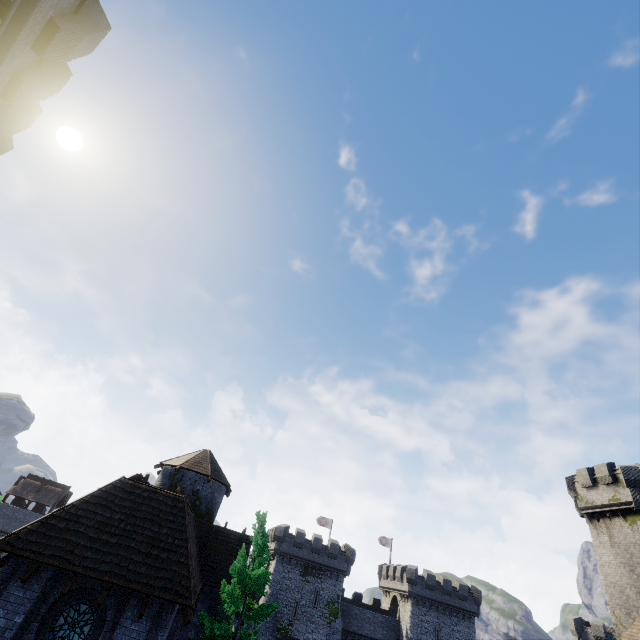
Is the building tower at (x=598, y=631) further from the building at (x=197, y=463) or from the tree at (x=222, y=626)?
the tree at (x=222, y=626)

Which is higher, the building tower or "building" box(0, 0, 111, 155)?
"building" box(0, 0, 111, 155)

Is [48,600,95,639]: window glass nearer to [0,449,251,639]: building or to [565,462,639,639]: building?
[0,449,251,639]: building

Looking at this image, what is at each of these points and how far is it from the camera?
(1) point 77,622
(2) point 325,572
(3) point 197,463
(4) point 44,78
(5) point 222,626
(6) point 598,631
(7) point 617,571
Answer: (1) window glass, 10.9 meters
(2) building, 43.9 meters
(3) building, 25.5 meters
(4) building, 10.1 meters
(5) tree, 13.0 meters
(6) building tower, 42.9 meters
(7) building, 29.5 meters

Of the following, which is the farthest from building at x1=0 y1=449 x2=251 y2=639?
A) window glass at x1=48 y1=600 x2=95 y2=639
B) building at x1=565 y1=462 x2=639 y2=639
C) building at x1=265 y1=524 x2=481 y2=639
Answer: building at x1=265 y1=524 x2=481 y2=639

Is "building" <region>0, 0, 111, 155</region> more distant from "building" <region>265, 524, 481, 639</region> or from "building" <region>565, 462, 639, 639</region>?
"building" <region>265, 524, 481, 639</region>

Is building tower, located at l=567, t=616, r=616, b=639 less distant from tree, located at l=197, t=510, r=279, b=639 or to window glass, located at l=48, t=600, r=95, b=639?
tree, located at l=197, t=510, r=279, b=639

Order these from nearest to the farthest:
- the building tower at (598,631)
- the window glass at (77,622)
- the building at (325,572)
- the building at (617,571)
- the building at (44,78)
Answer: the building at (44,78), the window glass at (77,622), the building at (617,571), the building at (325,572), the building tower at (598,631)
